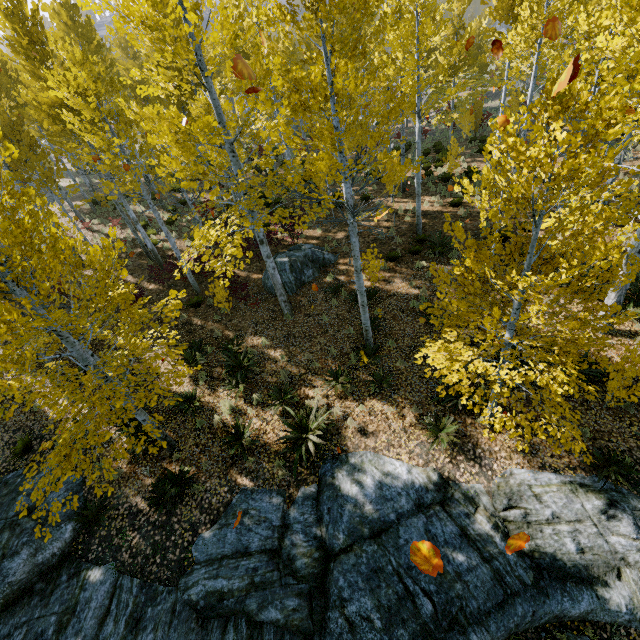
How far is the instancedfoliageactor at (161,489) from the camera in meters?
7.7

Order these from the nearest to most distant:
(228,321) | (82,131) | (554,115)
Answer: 1. (554,115)
2. (82,131)
3. (228,321)

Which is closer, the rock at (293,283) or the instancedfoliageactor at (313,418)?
the instancedfoliageactor at (313,418)

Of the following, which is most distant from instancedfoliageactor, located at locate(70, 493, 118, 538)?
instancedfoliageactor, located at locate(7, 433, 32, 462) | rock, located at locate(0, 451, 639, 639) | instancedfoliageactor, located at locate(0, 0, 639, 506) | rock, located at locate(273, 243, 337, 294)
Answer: rock, located at locate(273, 243, 337, 294)

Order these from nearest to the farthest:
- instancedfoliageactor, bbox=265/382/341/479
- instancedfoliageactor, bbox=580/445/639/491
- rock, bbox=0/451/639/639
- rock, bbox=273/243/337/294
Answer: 1. rock, bbox=0/451/639/639
2. instancedfoliageactor, bbox=580/445/639/491
3. instancedfoliageactor, bbox=265/382/341/479
4. rock, bbox=273/243/337/294

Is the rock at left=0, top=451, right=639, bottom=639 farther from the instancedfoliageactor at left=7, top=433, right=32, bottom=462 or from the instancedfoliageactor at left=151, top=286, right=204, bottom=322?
the instancedfoliageactor at left=7, top=433, right=32, bottom=462

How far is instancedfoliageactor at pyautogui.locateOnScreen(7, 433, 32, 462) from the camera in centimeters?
891cm

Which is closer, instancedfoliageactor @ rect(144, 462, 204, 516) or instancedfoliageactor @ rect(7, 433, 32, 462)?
instancedfoliageactor @ rect(144, 462, 204, 516)
